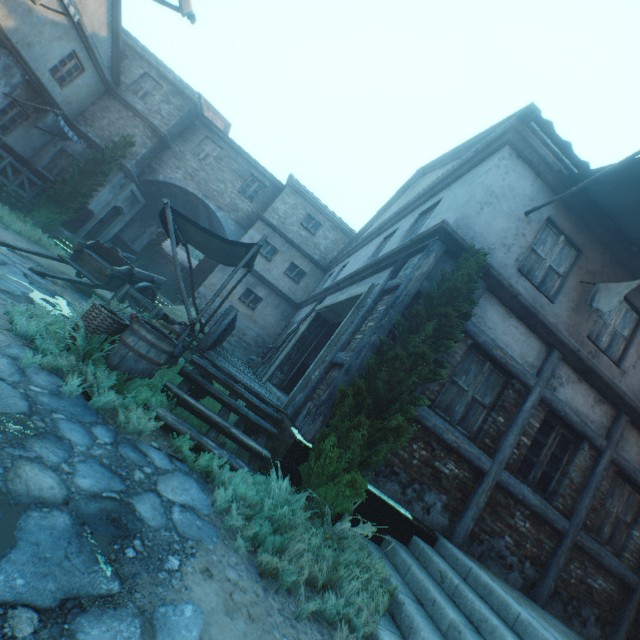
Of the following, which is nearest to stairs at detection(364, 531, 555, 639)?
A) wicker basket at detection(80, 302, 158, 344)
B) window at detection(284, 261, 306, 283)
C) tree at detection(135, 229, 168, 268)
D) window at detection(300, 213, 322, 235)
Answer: wicker basket at detection(80, 302, 158, 344)

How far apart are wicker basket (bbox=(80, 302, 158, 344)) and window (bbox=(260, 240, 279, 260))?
11.7m

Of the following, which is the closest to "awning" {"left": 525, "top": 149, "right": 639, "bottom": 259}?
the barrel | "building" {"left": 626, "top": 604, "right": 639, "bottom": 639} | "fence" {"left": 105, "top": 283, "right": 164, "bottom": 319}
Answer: "building" {"left": 626, "top": 604, "right": 639, "bottom": 639}

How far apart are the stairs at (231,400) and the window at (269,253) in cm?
1152

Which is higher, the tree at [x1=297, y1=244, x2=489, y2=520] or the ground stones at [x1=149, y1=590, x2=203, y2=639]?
the tree at [x1=297, y1=244, x2=489, y2=520]

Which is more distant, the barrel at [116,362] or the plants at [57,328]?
the barrel at [116,362]

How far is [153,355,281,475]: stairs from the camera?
4.16m

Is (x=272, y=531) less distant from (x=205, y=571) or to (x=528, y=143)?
(x=205, y=571)
